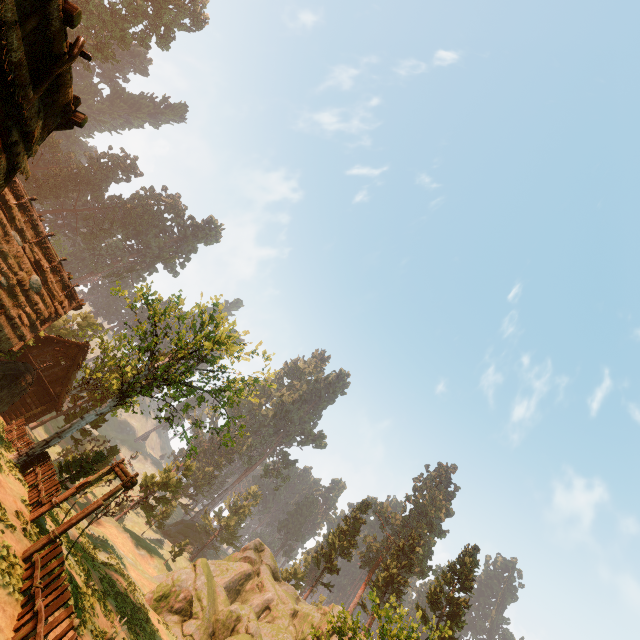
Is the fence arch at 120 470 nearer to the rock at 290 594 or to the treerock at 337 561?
the treerock at 337 561

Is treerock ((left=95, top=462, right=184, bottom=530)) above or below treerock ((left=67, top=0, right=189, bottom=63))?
below

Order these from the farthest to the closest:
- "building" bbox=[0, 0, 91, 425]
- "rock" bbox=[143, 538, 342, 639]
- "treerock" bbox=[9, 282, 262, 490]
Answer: "rock" bbox=[143, 538, 342, 639] < "treerock" bbox=[9, 282, 262, 490] < "building" bbox=[0, 0, 91, 425]

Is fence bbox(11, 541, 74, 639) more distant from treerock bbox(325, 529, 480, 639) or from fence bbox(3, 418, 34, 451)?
fence bbox(3, 418, 34, 451)

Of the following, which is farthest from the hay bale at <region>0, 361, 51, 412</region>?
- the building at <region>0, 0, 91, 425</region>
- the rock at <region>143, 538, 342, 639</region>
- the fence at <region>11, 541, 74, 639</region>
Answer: the rock at <region>143, 538, 342, 639</region>

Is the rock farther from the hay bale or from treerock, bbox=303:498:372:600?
the hay bale

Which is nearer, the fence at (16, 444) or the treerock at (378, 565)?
the treerock at (378, 565)

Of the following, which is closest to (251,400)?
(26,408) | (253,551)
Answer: (26,408)
